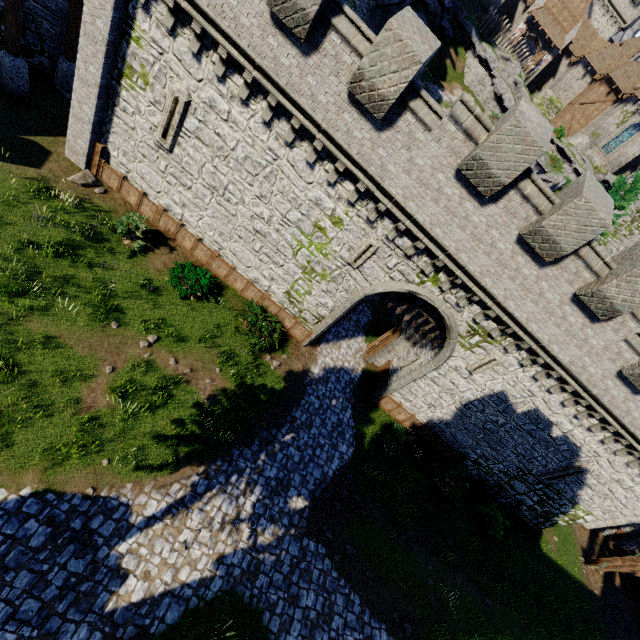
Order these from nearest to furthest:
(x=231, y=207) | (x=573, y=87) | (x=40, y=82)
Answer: (x=231, y=207) < (x=40, y=82) < (x=573, y=87)

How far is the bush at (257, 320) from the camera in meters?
14.0

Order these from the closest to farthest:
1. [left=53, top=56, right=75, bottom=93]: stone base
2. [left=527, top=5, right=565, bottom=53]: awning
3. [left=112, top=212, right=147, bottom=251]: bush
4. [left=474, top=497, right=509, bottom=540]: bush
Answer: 1. [left=112, top=212, right=147, bottom=251]: bush
2. [left=53, top=56, right=75, bottom=93]: stone base
3. [left=474, top=497, right=509, bottom=540]: bush
4. [left=527, top=5, right=565, bottom=53]: awning

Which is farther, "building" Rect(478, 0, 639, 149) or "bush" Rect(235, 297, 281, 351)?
"building" Rect(478, 0, 639, 149)

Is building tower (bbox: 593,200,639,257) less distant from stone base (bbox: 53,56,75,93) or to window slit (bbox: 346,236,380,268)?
window slit (bbox: 346,236,380,268)

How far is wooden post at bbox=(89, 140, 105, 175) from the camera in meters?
13.3 m

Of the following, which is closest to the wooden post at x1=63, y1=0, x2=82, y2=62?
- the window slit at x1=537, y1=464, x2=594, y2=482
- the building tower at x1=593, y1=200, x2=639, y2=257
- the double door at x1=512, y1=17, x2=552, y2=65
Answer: the window slit at x1=537, y1=464, x2=594, y2=482

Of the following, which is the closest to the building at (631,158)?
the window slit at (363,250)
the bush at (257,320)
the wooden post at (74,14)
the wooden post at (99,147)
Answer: the window slit at (363,250)
